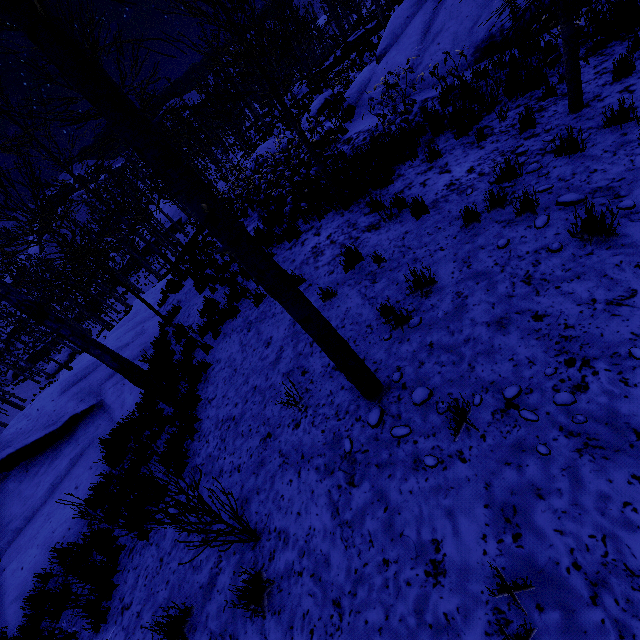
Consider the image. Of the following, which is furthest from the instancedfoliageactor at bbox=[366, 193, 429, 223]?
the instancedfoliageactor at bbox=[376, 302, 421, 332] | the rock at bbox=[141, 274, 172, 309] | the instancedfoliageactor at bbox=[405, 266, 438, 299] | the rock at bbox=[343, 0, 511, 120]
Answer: the rock at bbox=[141, 274, 172, 309]

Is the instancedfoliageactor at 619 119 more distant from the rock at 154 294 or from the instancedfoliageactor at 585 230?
the rock at 154 294

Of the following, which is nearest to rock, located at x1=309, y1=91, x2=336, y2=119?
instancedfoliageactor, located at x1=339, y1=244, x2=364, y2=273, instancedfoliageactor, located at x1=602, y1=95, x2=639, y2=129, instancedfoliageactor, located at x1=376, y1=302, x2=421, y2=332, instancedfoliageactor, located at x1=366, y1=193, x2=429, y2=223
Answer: instancedfoliageactor, located at x1=339, y1=244, x2=364, y2=273

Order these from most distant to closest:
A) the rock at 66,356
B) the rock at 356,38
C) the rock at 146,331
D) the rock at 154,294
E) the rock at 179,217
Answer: the rock at 179,217
the rock at 66,356
the rock at 356,38
the rock at 154,294
the rock at 146,331

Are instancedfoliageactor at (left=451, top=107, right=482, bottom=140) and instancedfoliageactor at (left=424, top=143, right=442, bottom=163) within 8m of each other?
yes

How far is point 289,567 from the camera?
3.1m

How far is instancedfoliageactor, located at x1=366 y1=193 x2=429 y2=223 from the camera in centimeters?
540cm

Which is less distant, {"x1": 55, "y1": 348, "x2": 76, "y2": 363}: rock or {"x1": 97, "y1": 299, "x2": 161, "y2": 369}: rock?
{"x1": 97, "y1": 299, "x2": 161, "y2": 369}: rock
